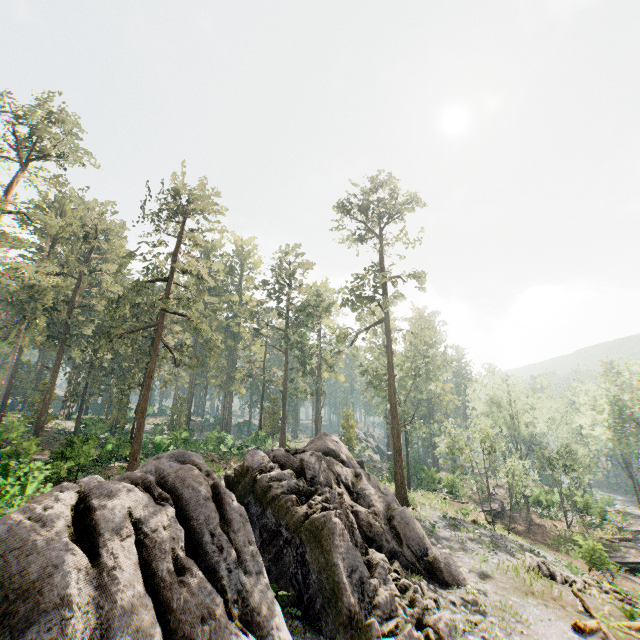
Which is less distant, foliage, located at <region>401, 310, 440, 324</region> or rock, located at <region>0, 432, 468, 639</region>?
rock, located at <region>0, 432, 468, 639</region>

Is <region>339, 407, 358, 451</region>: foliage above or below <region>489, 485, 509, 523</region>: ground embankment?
above

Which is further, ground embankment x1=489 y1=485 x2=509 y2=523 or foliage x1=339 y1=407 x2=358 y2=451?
foliage x1=339 y1=407 x2=358 y2=451

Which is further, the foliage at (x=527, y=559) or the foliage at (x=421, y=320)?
the foliage at (x=421, y=320)

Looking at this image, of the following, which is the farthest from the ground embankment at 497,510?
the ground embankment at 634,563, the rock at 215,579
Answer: the rock at 215,579

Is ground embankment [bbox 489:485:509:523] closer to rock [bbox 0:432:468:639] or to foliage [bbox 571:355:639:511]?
foliage [bbox 571:355:639:511]

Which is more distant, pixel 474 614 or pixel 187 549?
pixel 474 614
